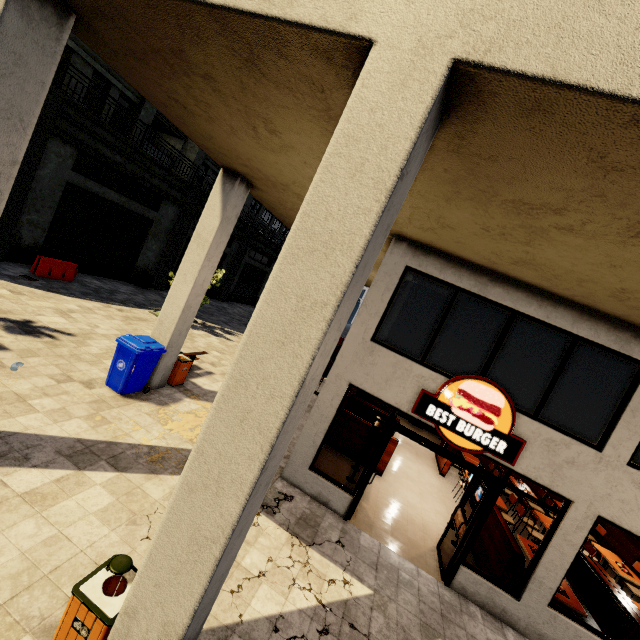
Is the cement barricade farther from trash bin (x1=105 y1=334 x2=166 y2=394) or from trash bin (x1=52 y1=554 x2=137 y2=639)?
trash bin (x1=52 y1=554 x2=137 y2=639)

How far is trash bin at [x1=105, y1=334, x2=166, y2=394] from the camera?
7.43m

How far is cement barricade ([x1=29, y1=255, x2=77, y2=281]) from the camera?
13.02m

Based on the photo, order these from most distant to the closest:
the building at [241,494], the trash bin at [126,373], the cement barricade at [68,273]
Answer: the cement barricade at [68,273], the trash bin at [126,373], the building at [241,494]

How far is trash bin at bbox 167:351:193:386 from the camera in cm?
914

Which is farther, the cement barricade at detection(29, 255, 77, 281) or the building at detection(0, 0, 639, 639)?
the cement barricade at detection(29, 255, 77, 281)

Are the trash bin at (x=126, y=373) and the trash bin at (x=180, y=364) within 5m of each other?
yes

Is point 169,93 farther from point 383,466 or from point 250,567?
point 383,466
